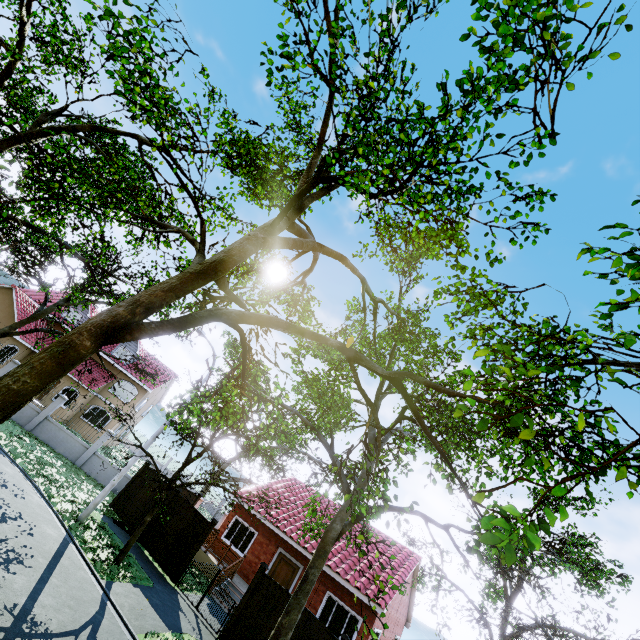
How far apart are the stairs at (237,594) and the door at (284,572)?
1.9 meters

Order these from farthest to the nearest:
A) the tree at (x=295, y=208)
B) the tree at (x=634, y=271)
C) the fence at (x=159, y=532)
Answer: the fence at (x=159, y=532)
the tree at (x=295, y=208)
the tree at (x=634, y=271)

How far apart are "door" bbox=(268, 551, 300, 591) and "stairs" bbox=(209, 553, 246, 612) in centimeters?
193cm

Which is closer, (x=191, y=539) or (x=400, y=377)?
(x=400, y=377)

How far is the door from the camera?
16.8m

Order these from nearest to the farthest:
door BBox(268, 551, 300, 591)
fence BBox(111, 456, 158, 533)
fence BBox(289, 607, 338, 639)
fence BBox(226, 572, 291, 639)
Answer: fence BBox(289, 607, 338, 639), fence BBox(226, 572, 291, 639), fence BBox(111, 456, 158, 533), door BBox(268, 551, 300, 591)

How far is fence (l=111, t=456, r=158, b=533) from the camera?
15.7 meters
